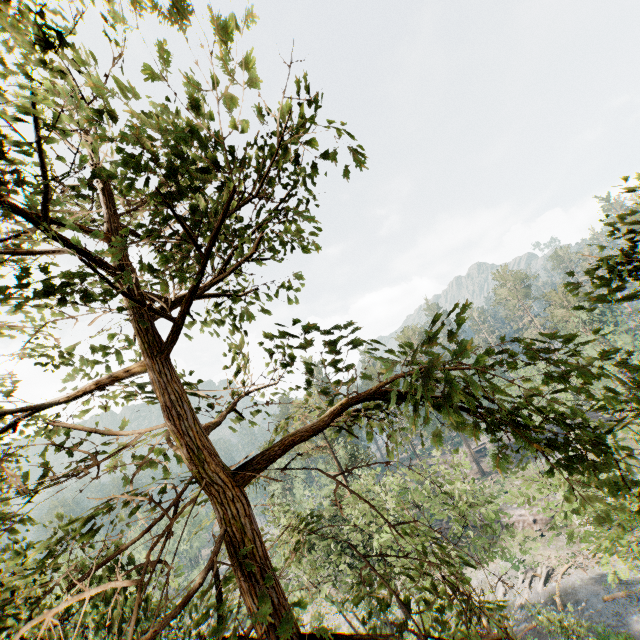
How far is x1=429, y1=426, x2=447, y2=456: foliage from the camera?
3.1 meters

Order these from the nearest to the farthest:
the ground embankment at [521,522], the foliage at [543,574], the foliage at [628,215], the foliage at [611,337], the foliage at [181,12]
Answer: the foliage at [181,12], the foliage at [611,337], the foliage at [628,215], the foliage at [543,574], the ground embankment at [521,522]

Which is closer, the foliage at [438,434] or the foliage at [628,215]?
the foliage at [438,434]

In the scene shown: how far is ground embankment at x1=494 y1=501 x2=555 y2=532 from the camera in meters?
41.7 m

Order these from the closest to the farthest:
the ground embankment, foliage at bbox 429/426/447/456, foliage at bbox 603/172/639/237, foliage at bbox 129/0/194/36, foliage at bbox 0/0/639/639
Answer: foliage at bbox 129/0/194/36 < foliage at bbox 0/0/639/639 < foliage at bbox 429/426/447/456 < foliage at bbox 603/172/639/237 < the ground embankment

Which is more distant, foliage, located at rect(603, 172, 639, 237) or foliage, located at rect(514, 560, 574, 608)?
foliage, located at rect(514, 560, 574, 608)

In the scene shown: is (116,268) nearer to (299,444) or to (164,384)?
(164,384)
